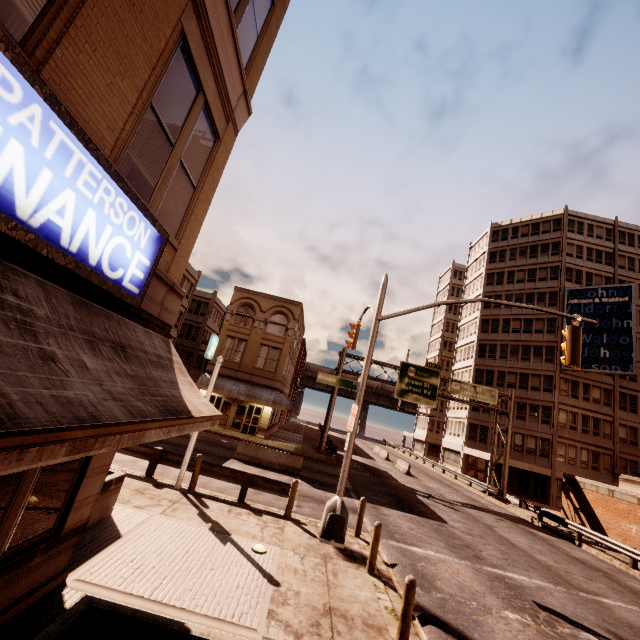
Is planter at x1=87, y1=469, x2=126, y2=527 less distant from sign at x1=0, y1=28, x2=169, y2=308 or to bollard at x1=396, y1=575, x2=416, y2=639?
sign at x1=0, y1=28, x2=169, y2=308

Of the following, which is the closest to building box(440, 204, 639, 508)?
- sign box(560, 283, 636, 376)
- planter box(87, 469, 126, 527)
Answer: sign box(560, 283, 636, 376)

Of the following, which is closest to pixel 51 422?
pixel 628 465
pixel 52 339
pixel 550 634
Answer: pixel 52 339

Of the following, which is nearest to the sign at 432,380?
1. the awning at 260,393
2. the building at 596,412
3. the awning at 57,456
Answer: the awning at 260,393

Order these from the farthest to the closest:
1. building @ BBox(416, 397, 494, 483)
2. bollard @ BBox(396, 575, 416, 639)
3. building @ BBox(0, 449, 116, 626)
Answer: building @ BBox(416, 397, 494, 483), bollard @ BBox(396, 575, 416, 639), building @ BBox(0, 449, 116, 626)

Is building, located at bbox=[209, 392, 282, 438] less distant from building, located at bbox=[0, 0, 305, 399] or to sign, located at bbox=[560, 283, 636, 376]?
sign, located at bbox=[560, 283, 636, 376]

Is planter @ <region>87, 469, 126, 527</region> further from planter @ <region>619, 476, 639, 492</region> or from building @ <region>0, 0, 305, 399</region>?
building @ <region>0, 0, 305, 399</region>

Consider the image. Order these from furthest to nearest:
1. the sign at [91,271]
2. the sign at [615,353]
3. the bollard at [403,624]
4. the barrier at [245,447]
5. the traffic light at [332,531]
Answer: the sign at [615,353], the barrier at [245,447], the traffic light at [332,531], the bollard at [403,624], the sign at [91,271]
